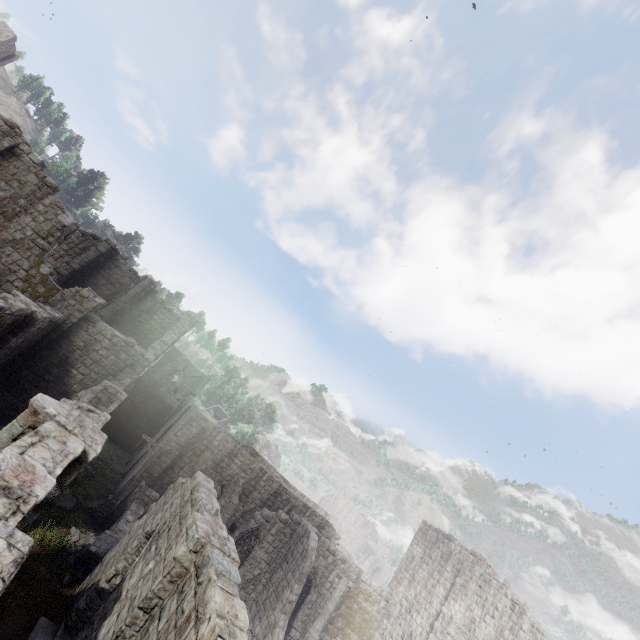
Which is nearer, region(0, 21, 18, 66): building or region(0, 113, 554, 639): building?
region(0, 113, 554, 639): building

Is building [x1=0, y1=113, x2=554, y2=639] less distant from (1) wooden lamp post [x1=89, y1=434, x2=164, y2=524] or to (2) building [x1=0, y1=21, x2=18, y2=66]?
(1) wooden lamp post [x1=89, y1=434, x2=164, y2=524]

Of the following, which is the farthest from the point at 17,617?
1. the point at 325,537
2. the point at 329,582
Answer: the point at 325,537

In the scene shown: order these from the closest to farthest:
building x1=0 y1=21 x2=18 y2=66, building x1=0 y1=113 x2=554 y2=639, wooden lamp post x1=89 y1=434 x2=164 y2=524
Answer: building x1=0 y1=113 x2=554 y2=639
wooden lamp post x1=89 y1=434 x2=164 y2=524
building x1=0 y1=21 x2=18 y2=66

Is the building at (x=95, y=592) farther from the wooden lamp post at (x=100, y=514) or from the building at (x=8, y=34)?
the building at (x=8, y=34)

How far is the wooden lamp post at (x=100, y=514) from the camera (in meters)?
17.85

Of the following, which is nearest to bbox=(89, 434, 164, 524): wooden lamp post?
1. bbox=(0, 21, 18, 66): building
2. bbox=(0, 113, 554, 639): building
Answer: bbox=(0, 113, 554, 639): building
